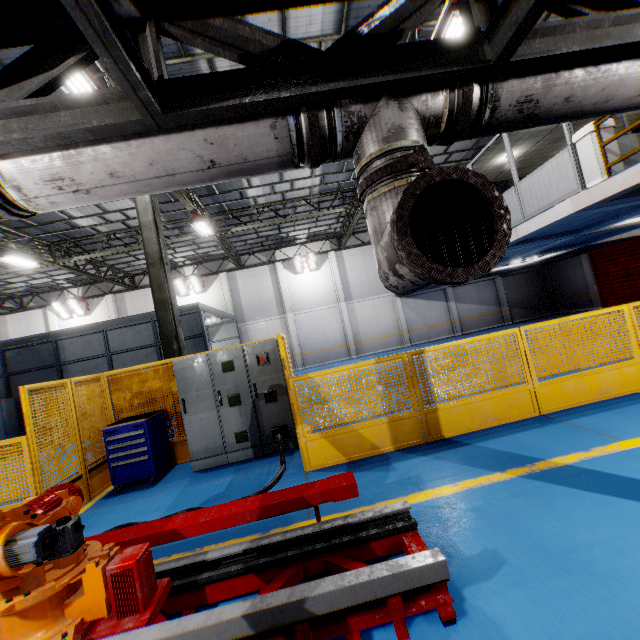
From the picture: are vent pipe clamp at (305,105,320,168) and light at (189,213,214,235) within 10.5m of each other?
no

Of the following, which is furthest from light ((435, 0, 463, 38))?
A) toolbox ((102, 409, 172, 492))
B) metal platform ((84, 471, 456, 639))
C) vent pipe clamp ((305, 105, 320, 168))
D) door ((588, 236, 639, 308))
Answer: door ((588, 236, 639, 308))

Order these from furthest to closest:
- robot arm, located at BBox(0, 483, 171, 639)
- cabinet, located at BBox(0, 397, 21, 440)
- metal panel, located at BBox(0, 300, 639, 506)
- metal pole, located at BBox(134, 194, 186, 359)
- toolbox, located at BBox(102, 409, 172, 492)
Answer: cabinet, located at BBox(0, 397, 21, 440), metal pole, located at BBox(134, 194, 186, 359), toolbox, located at BBox(102, 409, 172, 492), metal panel, located at BBox(0, 300, 639, 506), robot arm, located at BBox(0, 483, 171, 639)

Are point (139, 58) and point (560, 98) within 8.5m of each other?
yes

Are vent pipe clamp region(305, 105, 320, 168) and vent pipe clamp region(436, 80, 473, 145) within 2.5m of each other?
yes

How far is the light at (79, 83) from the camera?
5.9 meters

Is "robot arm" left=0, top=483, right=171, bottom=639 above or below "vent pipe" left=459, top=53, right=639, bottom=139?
below

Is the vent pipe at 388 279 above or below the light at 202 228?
below
